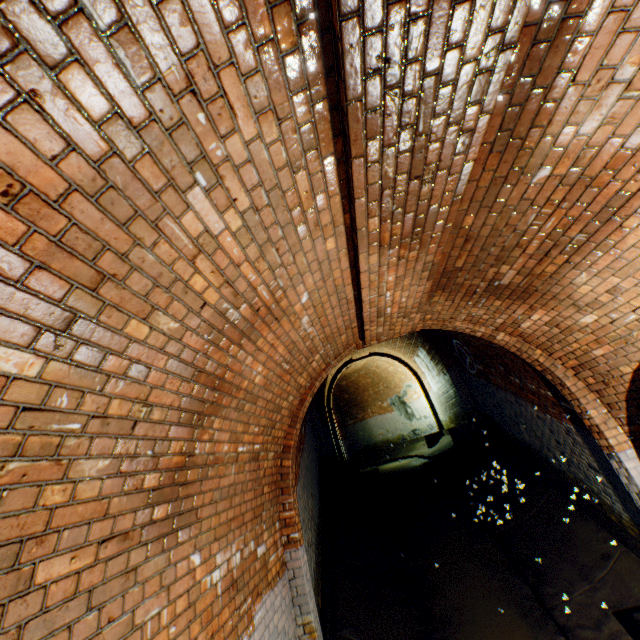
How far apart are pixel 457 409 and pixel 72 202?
11.5m

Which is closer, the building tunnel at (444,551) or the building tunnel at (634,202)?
the building tunnel at (634,202)

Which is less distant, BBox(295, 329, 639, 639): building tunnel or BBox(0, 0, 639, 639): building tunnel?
BBox(0, 0, 639, 639): building tunnel
